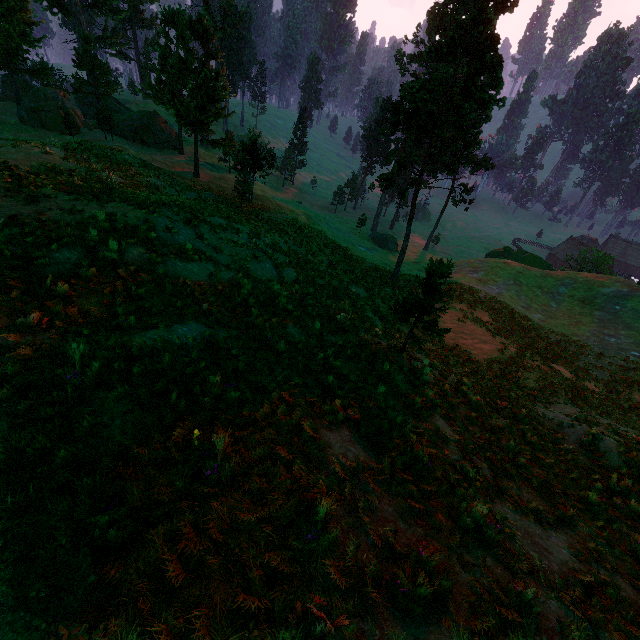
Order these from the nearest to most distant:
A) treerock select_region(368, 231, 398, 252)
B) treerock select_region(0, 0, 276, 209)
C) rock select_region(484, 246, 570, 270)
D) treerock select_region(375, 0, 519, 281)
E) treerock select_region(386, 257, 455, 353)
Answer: treerock select_region(386, 257, 455, 353)
treerock select_region(375, 0, 519, 281)
treerock select_region(0, 0, 276, 209)
rock select_region(484, 246, 570, 270)
treerock select_region(368, 231, 398, 252)

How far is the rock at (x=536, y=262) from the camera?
47.6 meters

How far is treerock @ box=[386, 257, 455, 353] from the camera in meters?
9.6 m

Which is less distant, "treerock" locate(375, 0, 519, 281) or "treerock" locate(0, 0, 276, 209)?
"treerock" locate(375, 0, 519, 281)

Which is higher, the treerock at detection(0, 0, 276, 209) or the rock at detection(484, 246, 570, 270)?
the treerock at detection(0, 0, 276, 209)

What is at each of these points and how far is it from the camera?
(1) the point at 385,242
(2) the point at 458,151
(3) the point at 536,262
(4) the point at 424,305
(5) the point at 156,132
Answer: (1) treerock, 56.3m
(2) treerock, 56.2m
(3) rock, 47.8m
(4) treerock, 10.4m
(5) treerock, 46.9m

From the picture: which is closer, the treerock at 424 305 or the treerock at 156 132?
the treerock at 424 305
